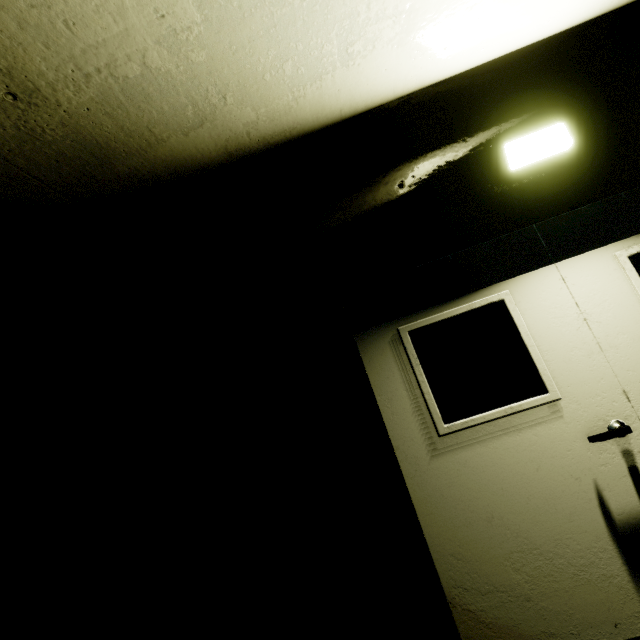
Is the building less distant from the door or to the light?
the door

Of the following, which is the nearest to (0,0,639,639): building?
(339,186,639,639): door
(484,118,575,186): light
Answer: (339,186,639,639): door

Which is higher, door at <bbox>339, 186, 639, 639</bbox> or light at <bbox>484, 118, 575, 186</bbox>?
light at <bbox>484, 118, 575, 186</bbox>

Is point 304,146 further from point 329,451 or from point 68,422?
point 68,422

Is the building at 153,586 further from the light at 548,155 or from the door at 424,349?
the light at 548,155

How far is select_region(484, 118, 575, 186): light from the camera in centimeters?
213cm

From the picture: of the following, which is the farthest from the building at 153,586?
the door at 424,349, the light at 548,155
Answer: the light at 548,155
